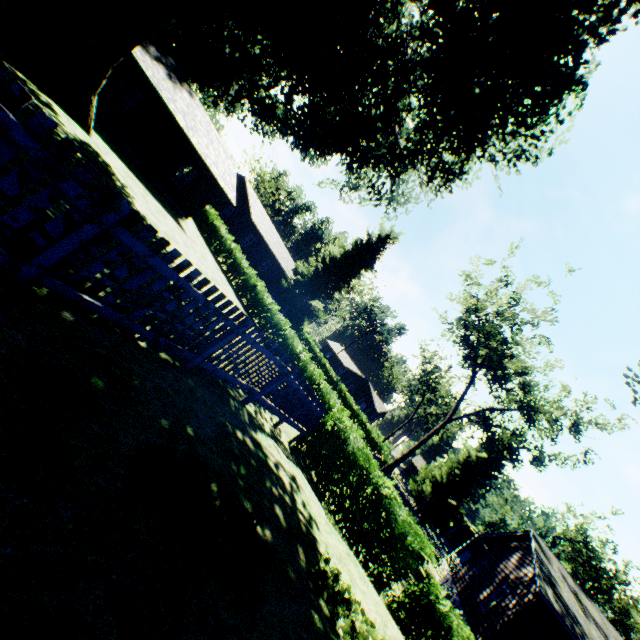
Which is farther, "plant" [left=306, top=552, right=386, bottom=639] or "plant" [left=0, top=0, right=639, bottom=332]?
"plant" [left=0, top=0, right=639, bottom=332]

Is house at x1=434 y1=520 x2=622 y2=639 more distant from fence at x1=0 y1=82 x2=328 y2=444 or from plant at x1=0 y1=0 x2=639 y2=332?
fence at x1=0 y1=82 x2=328 y2=444

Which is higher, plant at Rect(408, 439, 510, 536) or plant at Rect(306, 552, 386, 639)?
plant at Rect(408, 439, 510, 536)

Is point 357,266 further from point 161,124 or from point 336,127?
point 161,124

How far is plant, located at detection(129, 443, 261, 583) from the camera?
2.2m

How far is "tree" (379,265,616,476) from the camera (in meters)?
24.94

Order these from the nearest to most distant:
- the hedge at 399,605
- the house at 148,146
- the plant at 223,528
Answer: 1. the plant at 223,528
2. the hedge at 399,605
3. the house at 148,146

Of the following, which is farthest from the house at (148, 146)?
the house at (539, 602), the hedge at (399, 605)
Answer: the house at (539, 602)
